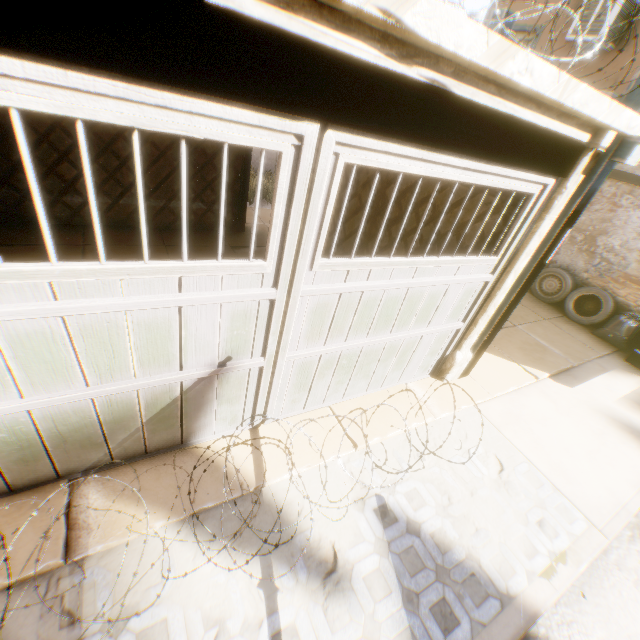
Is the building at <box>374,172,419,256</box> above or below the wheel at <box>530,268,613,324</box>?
above

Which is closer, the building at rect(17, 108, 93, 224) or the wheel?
the building at rect(17, 108, 93, 224)

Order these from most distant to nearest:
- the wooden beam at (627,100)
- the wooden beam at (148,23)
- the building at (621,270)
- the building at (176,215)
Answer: the building at (621,270) < the building at (176,215) < the wooden beam at (627,100) < the wooden beam at (148,23)

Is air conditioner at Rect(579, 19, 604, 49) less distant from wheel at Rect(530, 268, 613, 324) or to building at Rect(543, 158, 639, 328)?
building at Rect(543, 158, 639, 328)

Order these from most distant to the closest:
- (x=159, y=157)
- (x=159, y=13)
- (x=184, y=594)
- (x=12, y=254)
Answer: (x=159, y=157) → (x=12, y=254) → (x=184, y=594) → (x=159, y=13)

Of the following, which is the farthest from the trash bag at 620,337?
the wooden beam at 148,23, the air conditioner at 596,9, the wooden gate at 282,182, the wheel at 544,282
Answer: the air conditioner at 596,9

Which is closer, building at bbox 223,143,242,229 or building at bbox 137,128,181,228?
building at bbox 137,128,181,228
